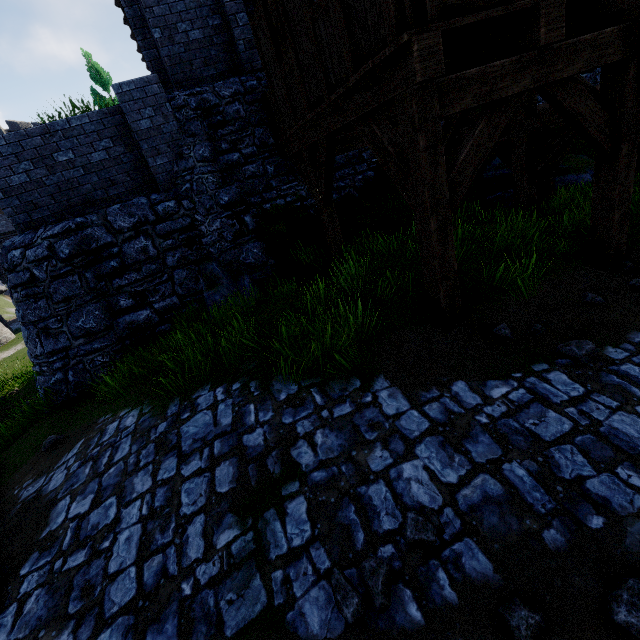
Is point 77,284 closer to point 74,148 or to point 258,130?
point 74,148

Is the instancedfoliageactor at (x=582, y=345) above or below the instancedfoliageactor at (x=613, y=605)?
above

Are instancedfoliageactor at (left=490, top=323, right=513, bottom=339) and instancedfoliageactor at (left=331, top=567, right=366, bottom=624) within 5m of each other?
yes

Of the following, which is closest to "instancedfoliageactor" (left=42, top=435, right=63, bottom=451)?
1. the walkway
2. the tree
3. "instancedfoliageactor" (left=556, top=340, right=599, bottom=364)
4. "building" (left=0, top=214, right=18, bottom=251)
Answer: the walkway

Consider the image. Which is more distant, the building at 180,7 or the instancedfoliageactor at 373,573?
the building at 180,7

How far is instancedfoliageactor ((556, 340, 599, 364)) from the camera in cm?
327

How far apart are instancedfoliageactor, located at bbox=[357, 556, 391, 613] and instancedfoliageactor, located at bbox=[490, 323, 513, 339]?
2.7 meters

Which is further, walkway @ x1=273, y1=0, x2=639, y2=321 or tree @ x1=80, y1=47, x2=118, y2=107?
→ tree @ x1=80, y1=47, x2=118, y2=107
